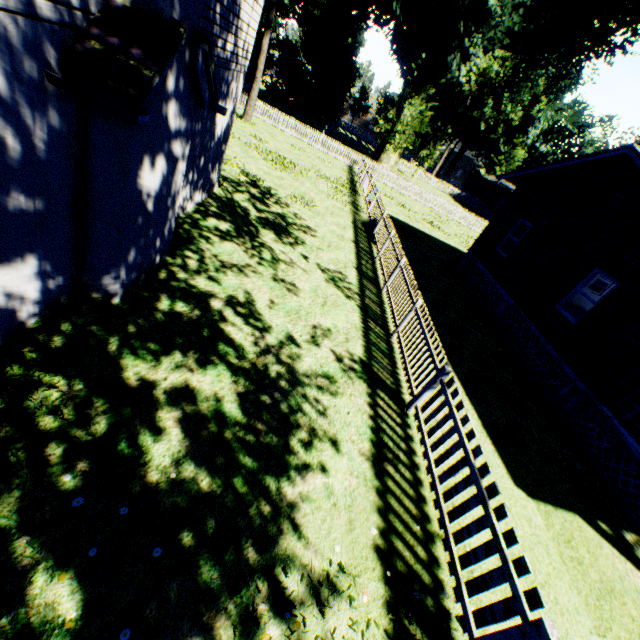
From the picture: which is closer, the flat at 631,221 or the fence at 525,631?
the fence at 525,631

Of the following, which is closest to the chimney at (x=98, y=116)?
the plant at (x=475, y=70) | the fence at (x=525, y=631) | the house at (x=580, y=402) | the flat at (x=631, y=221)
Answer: the fence at (x=525, y=631)

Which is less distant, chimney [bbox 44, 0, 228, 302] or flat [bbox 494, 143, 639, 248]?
chimney [bbox 44, 0, 228, 302]

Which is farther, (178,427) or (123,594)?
(178,427)

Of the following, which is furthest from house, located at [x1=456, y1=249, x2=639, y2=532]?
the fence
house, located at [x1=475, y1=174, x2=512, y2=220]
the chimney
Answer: house, located at [x1=475, y1=174, x2=512, y2=220]

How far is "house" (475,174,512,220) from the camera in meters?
44.8 m

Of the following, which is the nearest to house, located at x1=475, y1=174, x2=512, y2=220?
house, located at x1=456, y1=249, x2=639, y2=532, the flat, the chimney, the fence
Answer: the fence

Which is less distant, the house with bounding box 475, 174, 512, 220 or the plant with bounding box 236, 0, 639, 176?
the plant with bounding box 236, 0, 639, 176
